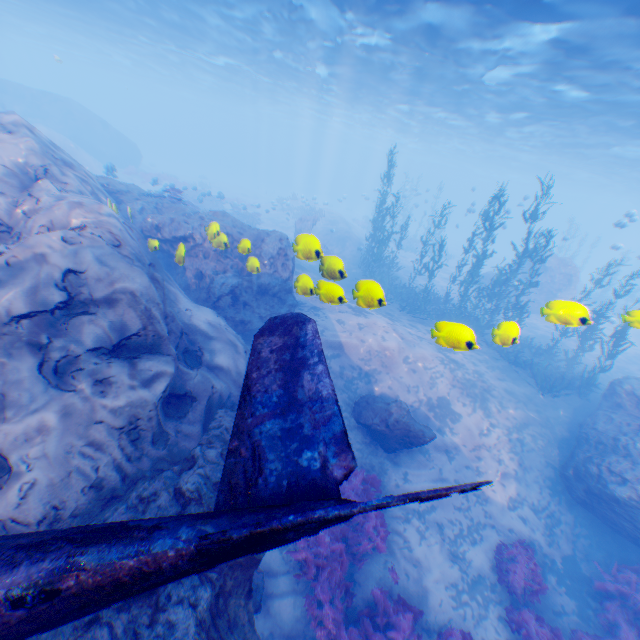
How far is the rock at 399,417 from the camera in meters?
9.5 m

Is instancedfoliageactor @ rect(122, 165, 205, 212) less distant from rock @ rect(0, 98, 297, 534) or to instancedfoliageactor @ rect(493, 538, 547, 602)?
rock @ rect(0, 98, 297, 534)

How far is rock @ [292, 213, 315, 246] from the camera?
6.14m

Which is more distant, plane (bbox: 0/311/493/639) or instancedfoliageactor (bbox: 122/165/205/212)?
instancedfoliageactor (bbox: 122/165/205/212)

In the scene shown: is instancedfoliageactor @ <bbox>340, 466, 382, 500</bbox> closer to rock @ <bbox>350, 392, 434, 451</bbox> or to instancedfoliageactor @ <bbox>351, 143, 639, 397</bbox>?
rock @ <bbox>350, 392, 434, 451</bbox>

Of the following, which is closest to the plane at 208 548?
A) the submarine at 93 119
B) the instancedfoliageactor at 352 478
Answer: the instancedfoliageactor at 352 478

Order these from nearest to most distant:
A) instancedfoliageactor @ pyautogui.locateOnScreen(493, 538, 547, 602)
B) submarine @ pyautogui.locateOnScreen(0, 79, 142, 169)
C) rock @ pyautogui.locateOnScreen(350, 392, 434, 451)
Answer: instancedfoliageactor @ pyautogui.locateOnScreen(493, 538, 547, 602) < rock @ pyautogui.locateOnScreen(350, 392, 434, 451) < submarine @ pyautogui.locateOnScreen(0, 79, 142, 169)

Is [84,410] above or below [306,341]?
below
